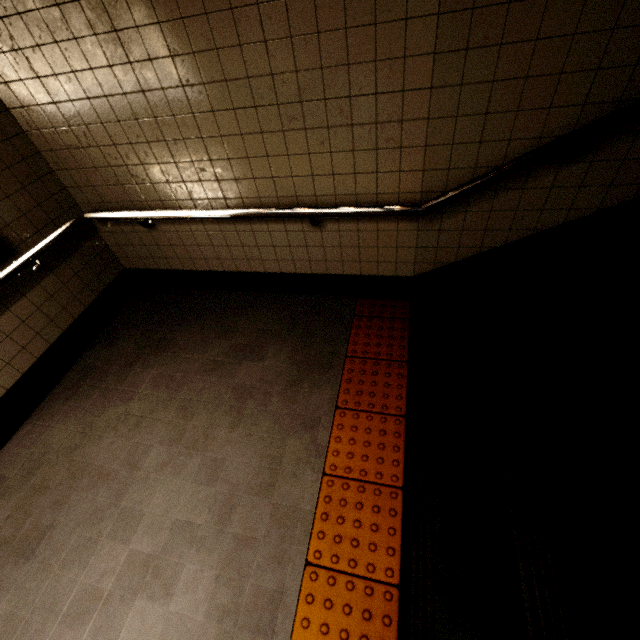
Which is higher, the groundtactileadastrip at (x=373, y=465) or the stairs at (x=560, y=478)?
the stairs at (x=560, y=478)

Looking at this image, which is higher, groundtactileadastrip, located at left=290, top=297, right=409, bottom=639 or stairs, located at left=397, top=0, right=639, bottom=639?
stairs, located at left=397, top=0, right=639, bottom=639

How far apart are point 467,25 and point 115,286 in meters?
3.6
